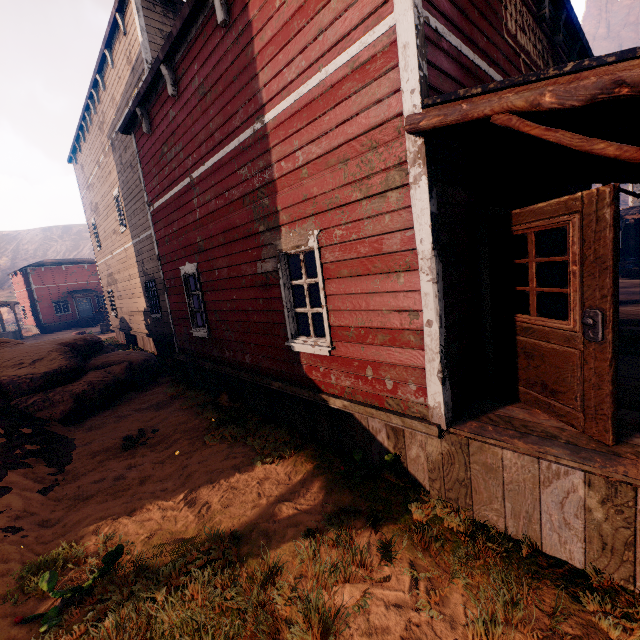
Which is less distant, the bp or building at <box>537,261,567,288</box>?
the bp

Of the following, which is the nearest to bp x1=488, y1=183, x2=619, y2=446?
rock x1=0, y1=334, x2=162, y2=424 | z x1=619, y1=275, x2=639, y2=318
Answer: z x1=619, y1=275, x2=639, y2=318

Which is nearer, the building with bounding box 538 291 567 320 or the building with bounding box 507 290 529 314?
the building with bounding box 507 290 529 314

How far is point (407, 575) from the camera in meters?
2.9

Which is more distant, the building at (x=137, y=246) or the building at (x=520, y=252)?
the building at (x=520, y=252)

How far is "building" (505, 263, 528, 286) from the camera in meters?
A: 5.0 m

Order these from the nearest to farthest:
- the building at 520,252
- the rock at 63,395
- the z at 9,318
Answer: the building at 520,252
the rock at 63,395
the z at 9,318
